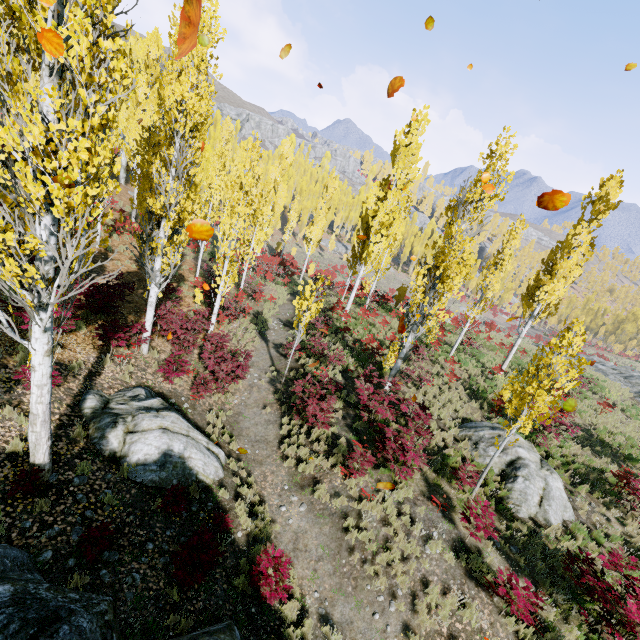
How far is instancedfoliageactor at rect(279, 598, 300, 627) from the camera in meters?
6.7 m

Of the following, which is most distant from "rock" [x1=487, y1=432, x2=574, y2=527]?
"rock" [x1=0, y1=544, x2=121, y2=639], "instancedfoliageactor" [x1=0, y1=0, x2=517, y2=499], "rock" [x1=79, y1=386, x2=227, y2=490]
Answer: "rock" [x1=79, y1=386, x2=227, y2=490]

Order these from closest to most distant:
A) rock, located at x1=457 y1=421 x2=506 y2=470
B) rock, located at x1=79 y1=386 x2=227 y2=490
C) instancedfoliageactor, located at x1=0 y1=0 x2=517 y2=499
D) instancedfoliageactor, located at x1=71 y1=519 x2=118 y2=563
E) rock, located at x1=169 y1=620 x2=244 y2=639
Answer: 1. instancedfoliageactor, located at x1=0 y1=0 x2=517 y2=499
2. rock, located at x1=169 y1=620 x2=244 y2=639
3. instancedfoliageactor, located at x1=71 y1=519 x2=118 y2=563
4. rock, located at x1=79 y1=386 x2=227 y2=490
5. rock, located at x1=457 y1=421 x2=506 y2=470

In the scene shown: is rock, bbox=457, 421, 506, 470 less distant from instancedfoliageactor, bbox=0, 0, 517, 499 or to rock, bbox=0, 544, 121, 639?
instancedfoliageactor, bbox=0, 0, 517, 499

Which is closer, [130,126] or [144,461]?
[144,461]

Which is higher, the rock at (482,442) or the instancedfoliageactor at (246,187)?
the instancedfoliageactor at (246,187)

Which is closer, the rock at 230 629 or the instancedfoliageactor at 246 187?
the instancedfoliageactor at 246 187

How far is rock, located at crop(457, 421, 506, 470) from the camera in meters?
11.8
